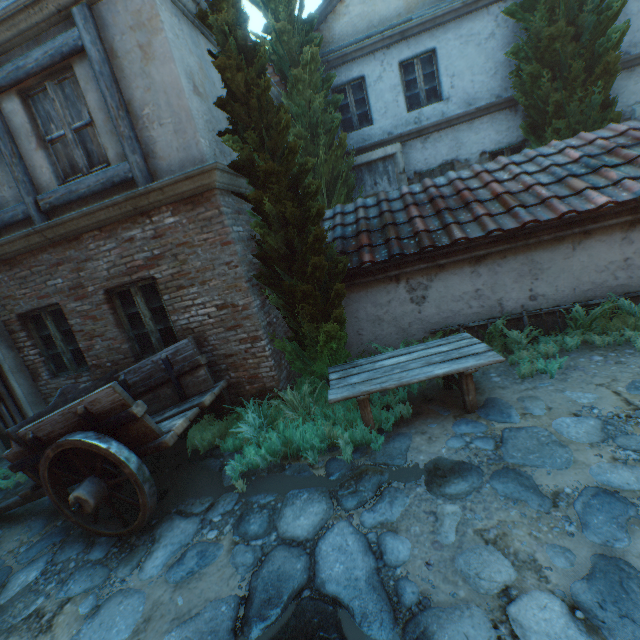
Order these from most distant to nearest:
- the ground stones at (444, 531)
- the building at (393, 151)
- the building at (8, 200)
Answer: the building at (393, 151) → the building at (8, 200) → the ground stones at (444, 531)

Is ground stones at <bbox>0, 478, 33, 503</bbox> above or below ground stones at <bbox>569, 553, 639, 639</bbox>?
above

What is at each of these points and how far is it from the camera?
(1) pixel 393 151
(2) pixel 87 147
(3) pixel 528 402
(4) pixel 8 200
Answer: (1) building, 9.50m
(2) building, 4.78m
(3) ground stones, 4.12m
(4) building, 5.15m

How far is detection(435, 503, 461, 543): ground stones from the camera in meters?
2.7 m

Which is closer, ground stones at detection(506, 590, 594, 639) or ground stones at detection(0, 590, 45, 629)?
ground stones at detection(506, 590, 594, 639)

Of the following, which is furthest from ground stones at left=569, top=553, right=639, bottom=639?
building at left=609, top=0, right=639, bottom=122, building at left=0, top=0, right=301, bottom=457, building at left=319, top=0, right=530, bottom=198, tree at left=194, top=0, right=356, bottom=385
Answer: building at left=609, top=0, right=639, bottom=122

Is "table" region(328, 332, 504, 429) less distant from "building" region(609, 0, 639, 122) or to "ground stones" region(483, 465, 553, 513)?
"ground stones" region(483, 465, 553, 513)

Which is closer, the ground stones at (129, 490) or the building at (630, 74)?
the ground stones at (129, 490)
